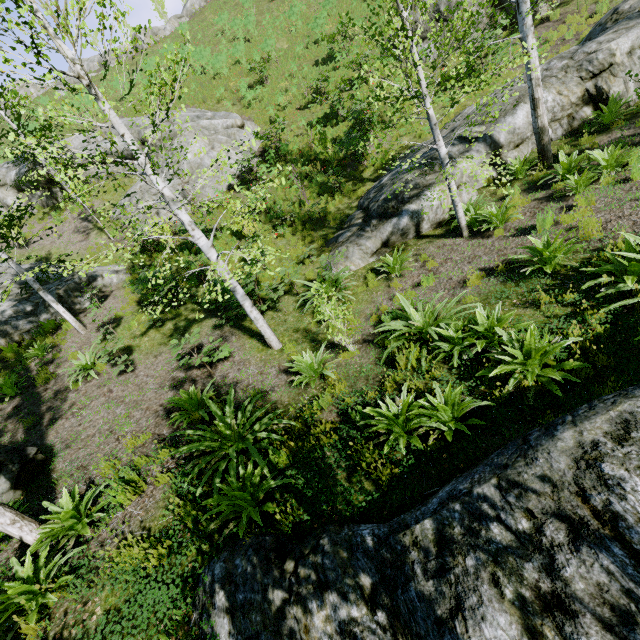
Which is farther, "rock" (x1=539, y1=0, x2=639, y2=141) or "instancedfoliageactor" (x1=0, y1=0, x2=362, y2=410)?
"rock" (x1=539, y1=0, x2=639, y2=141)

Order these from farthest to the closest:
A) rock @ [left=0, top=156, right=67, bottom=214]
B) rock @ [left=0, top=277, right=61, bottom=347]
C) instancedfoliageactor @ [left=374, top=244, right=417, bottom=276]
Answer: rock @ [left=0, top=156, right=67, bottom=214] → rock @ [left=0, top=277, right=61, bottom=347] → instancedfoliageactor @ [left=374, top=244, right=417, bottom=276]

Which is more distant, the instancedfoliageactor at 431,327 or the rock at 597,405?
the instancedfoliageactor at 431,327

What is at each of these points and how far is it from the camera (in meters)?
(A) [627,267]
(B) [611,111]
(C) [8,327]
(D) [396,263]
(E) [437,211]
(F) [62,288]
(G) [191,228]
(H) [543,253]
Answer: (A) instancedfoliageactor, 4.68
(B) instancedfoliageactor, 8.75
(C) rock, 11.30
(D) instancedfoliageactor, 8.53
(E) rock, 9.28
(F) rock, 12.59
(G) instancedfoliageactor, 6.34
(H) instancedfoliageactor, 5.68

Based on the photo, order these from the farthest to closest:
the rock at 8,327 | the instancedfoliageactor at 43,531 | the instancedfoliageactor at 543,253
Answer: the rock at 8,327, the instancedfoliageactor at 543,253, the instancedfoliageactor at 43,531

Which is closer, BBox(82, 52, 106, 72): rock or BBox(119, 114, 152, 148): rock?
BBox(119, 114, 152, 148): rock

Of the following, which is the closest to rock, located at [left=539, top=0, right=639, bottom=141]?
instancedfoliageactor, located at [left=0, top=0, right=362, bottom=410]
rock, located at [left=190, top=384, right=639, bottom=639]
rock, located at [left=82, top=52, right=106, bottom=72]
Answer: instancedfoliageactor, located at [left=0, top=0, right=362, bottom=410]

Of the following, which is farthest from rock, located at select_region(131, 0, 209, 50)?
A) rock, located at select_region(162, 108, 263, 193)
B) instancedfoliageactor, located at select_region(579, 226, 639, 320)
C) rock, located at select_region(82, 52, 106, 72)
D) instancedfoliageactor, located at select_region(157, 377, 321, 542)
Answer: instancedfoliageactor, located at select_region(579, 226, 639, 320)
